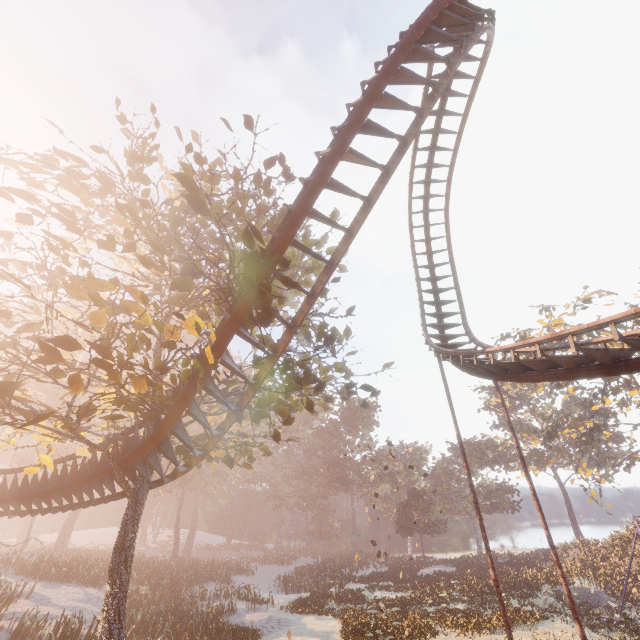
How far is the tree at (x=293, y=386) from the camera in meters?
9.7 m

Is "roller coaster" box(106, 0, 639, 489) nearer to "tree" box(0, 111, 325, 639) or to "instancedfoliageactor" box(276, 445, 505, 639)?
"tree" box(0, 111, 325, 639)

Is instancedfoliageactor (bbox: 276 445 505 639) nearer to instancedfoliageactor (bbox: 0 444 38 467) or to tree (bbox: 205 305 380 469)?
tree (bbox: 205 305 380 469)

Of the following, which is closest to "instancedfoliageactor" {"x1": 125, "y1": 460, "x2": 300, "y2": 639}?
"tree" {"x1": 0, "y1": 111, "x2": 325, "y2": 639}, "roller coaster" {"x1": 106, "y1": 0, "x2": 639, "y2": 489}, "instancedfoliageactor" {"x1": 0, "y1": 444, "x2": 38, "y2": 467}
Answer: "tree" {"x1": 0, "y1": 111, "x2": 325, "y2": 639}

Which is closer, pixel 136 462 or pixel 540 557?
pixel 136 462

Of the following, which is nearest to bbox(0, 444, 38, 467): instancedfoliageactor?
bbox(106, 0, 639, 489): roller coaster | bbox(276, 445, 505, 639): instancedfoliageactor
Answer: bbox(276, 445, 505, 639): instancedfoliageactor

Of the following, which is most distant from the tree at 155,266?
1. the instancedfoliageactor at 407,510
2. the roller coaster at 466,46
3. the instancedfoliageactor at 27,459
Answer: the instancedfoliageactor at 27,459

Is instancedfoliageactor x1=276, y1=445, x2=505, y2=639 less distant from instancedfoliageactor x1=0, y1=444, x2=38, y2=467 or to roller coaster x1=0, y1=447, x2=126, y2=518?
instancedfoliageactor x1=0, y1=444, x2=38, y2=467
